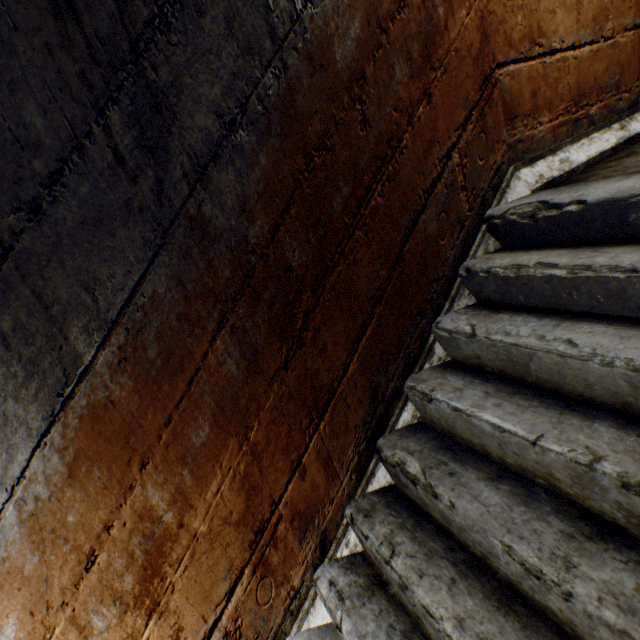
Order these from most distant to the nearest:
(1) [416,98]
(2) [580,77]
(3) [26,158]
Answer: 1. (2) [580,77]
2. (1) [416,98]
3. (3) [26,158]
